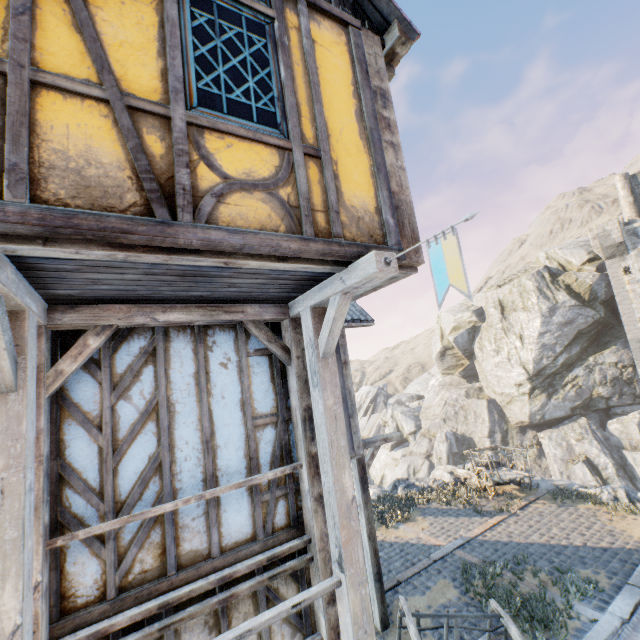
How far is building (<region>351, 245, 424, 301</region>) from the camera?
3.40m

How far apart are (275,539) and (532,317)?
33.4 meters

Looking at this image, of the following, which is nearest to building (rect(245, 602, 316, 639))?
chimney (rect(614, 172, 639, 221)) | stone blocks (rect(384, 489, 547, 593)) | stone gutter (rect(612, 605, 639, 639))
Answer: stone blocks (rect(384, 489, 547, 593))

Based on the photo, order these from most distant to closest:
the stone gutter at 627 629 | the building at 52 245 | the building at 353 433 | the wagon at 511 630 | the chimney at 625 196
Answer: the chimney at 625 196
the building at 353 433
the stone gutter at 627 629
the wagon at 511 630
the building at 52 245

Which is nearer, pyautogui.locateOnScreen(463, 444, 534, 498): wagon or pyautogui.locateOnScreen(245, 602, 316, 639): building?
pyautogui.locateOnScreen(245, 602, 316, 639): building

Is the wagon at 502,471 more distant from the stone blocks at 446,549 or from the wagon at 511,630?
the wagon at 511,630

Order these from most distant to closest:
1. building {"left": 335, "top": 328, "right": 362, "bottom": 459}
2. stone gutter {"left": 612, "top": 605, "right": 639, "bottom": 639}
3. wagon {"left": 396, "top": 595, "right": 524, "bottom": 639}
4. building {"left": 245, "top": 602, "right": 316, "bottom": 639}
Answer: building {"left": 335, "top": 328, "right": 362, "bottom": 459} → stone gutter {"left": 612, "top": 605, "right": 639, "bottom": 639} → wagon {"left": 396, "top": 595, "right": 524, "bottom": 639} → building {"left": 245, "top": 602, "right": 316, "bottom": 639}

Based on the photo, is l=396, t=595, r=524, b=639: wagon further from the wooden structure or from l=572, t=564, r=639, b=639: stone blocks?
l=572, t=564, r=639, b=639: stone blocks
